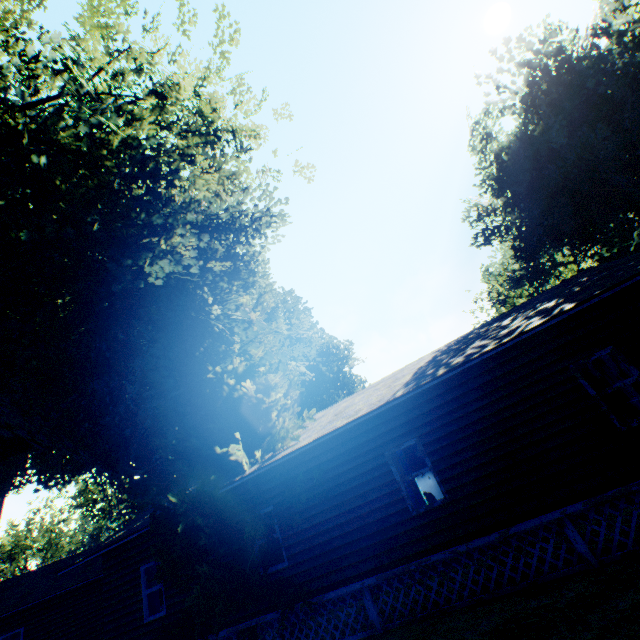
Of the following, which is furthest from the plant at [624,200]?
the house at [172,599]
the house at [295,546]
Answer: the house at [172,599]

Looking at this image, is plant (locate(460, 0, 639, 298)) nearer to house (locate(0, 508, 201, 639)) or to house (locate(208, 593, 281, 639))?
house (locate(208, 593, 281, 639))

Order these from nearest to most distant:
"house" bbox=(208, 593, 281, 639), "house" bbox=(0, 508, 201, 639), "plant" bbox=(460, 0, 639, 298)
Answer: "house" bbox=(208, 593, 281, 639) < "house" bbox=(0, 508, 201, 639) < "plant" bbox=(460, 0, 639, 298)

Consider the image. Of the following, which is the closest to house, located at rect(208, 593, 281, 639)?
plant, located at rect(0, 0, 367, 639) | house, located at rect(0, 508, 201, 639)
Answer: plant, located at rect(0, 0, 367, 639)

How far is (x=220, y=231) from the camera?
13.8m

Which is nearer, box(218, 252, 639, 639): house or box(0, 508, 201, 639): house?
box(218, 252, 639, 639): house

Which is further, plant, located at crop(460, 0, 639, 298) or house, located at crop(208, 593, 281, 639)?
plant, located at crop(460, 0, 639, 298)

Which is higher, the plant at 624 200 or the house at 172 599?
the plant at 624 200
